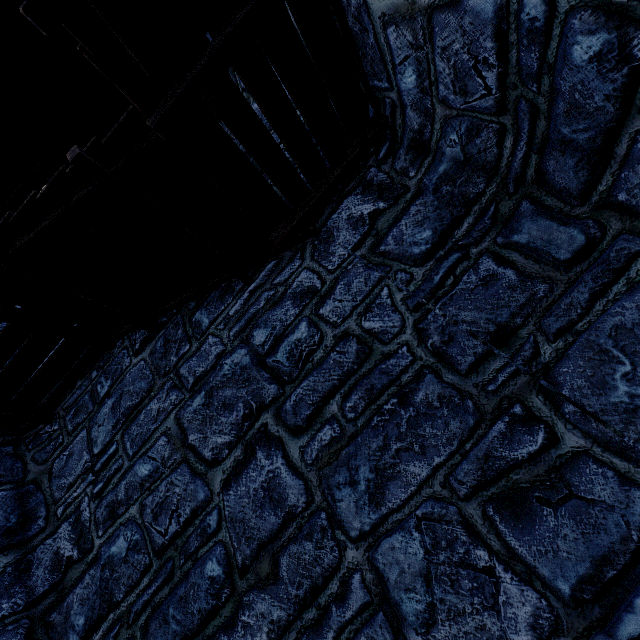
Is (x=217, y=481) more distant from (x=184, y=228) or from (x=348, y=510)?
(x=184, y=228)
